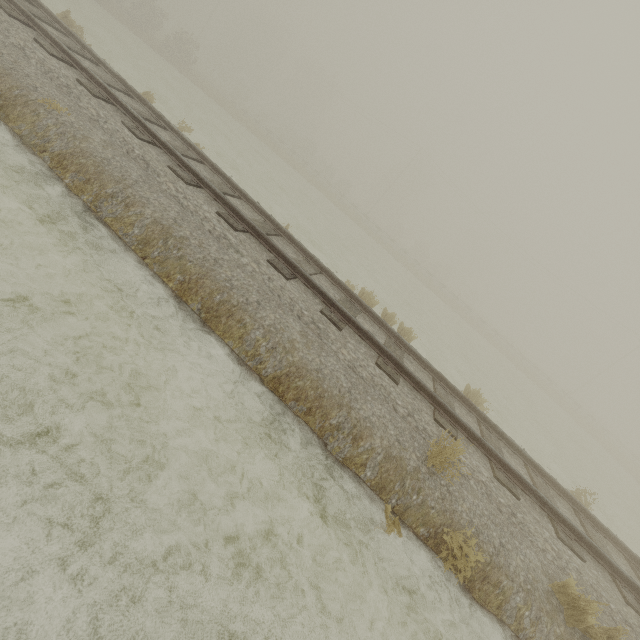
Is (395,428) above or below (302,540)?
above
